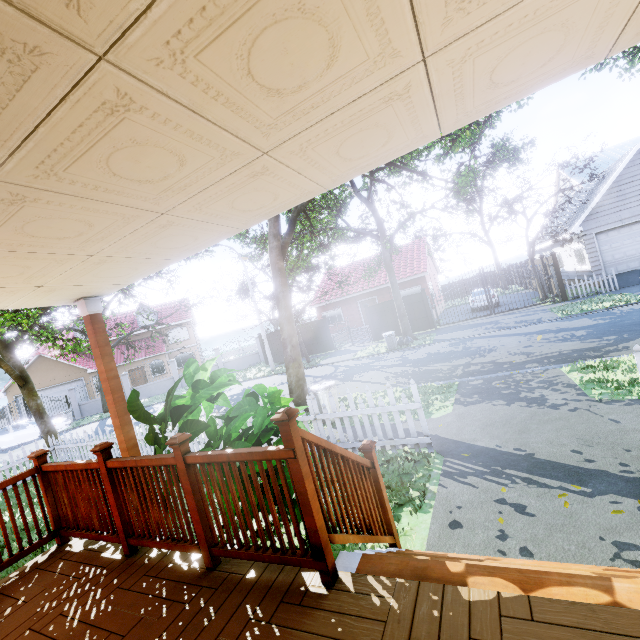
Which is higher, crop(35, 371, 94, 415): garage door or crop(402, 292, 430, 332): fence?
crop(35, 371, 94, 415): garage door

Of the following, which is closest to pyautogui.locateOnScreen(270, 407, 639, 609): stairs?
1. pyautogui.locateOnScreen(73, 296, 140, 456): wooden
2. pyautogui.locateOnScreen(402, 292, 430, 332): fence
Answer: pyautogui.locateOnScreen(73, 296, 140, 456): wooden

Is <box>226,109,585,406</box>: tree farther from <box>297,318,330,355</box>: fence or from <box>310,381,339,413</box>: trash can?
<box>310,381,339,413</box>: trash can

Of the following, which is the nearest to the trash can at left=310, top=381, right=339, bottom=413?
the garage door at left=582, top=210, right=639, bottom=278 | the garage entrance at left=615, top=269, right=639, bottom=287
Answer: the garage entrance at left=615, top=269, right=639, bottom=287

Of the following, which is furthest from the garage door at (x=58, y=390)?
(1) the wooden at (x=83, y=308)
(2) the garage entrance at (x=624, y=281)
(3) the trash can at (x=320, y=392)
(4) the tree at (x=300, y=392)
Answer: (2) the garage entrance at (x=624, y=281)

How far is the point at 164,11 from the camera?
1.0m

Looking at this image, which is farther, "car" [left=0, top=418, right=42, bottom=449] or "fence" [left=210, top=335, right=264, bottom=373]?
"fence" [left=210, top=335, right=264, bottom=373]

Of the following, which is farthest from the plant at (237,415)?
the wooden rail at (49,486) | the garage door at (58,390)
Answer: the garage door at (58,390)
